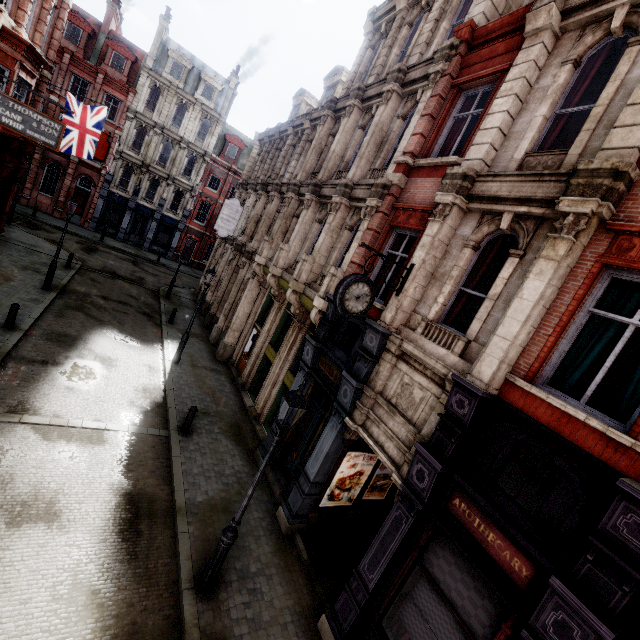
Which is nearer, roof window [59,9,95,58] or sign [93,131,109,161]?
roof window [59,9,95,58]

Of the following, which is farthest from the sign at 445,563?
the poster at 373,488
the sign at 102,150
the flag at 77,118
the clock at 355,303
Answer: the sign at 102,150

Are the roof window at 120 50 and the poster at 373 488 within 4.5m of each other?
no

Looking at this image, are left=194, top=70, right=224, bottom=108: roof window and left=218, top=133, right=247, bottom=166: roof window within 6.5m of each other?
yes

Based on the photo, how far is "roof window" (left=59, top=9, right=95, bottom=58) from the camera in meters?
27.7

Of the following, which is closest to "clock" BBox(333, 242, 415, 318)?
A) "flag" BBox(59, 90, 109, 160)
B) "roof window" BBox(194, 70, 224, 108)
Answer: "flag" BBox(59, 90, 109, 160)

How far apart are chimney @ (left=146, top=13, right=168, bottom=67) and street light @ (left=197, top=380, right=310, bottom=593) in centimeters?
3972cm

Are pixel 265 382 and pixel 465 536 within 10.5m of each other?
yes
